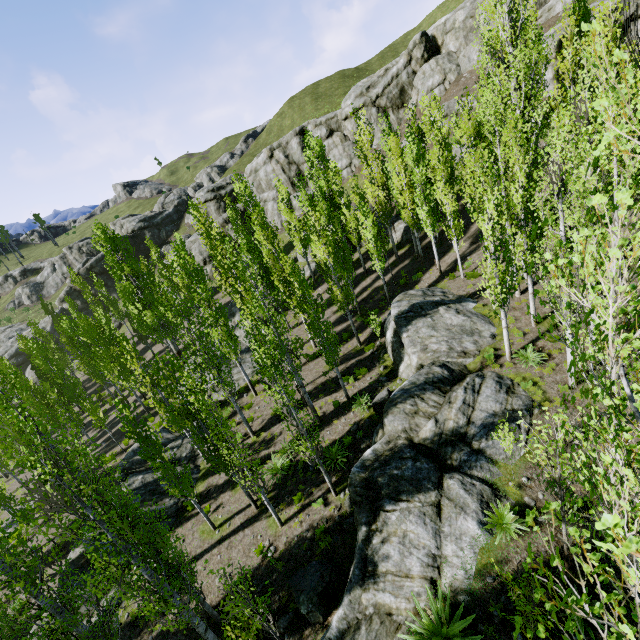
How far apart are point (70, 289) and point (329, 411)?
59.2 meters

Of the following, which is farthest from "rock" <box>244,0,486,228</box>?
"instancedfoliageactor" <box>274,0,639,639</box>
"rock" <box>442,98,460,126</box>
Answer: "rock" <box>442,98,460,126</box>

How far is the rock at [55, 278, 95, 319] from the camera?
55.4 meters

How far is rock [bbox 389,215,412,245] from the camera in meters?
30.0 m

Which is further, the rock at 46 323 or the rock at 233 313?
the rock at 46 323

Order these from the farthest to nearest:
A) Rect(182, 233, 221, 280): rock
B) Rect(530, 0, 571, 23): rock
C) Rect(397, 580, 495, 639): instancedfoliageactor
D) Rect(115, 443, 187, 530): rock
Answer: Rect(182, 233, 221, 280): rock, Rect(530, 0, 571, 23): rock, Rect(115, 443, 187, 530): rock, Rect(397, 580, 495, 639): instancedfoliageactor

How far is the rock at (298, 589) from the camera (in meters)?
10.11

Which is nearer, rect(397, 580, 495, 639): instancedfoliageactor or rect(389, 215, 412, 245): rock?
rect(397, 580, 495, 639): instancedfoliageactor
